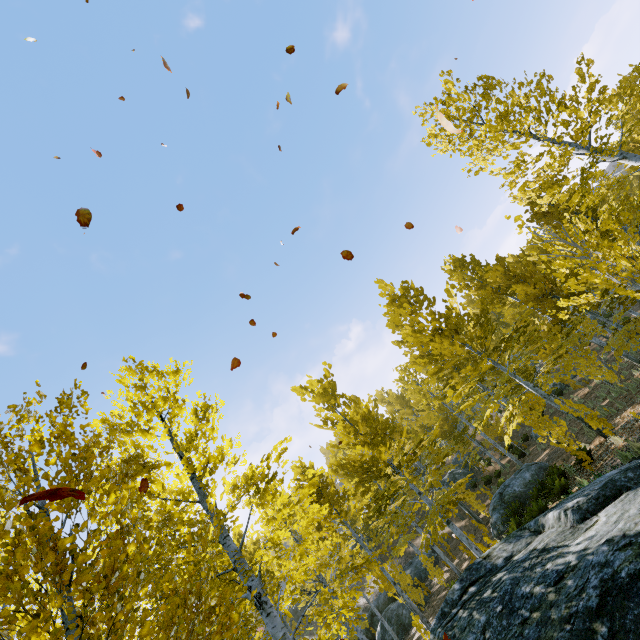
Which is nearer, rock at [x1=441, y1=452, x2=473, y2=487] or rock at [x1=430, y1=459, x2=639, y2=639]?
rock at [x1=430, y1=459, x2=639, y2=639]

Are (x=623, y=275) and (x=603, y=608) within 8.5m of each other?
yes

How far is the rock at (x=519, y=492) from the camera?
13.9m

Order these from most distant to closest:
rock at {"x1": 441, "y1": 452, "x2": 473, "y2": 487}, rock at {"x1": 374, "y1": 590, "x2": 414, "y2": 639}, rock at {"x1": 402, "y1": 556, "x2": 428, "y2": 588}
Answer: rock at {"x1": 441, "y1": 452, "x2": 473, "y2": 487} < rock at {"x1": 402, "y1": 556, "x2": 428, "y2": 588} < rock at {"x1": 374, "y1": 590, "x2": 414, "y2": 639}

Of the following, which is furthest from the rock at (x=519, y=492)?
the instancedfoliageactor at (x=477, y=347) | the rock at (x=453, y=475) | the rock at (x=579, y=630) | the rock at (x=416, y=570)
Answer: the rock at (x=453, y=475)

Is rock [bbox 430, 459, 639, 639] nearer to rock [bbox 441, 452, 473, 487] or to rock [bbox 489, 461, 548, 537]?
rock [bbox 489, 461, 548, 537]

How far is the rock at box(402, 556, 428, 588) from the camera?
21.2m

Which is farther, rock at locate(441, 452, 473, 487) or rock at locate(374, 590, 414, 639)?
rock at locate(441, 452, 473, 487)
